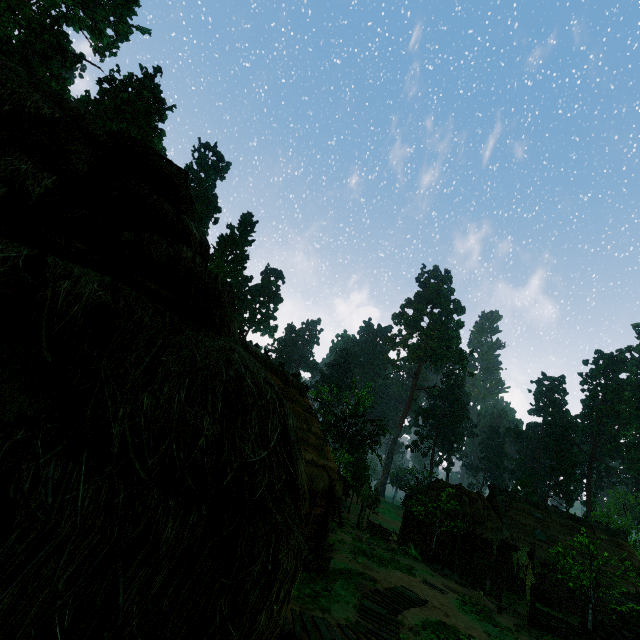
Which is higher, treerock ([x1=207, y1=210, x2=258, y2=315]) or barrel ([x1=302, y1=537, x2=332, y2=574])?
treerock ([x1=207, y1=210, x2=258, y2=315])

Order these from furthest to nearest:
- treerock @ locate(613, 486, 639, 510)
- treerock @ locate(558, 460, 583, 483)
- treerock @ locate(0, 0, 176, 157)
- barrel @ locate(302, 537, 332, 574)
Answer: treerock @ locate(558, 460, 583, 483)
treerock @ locate(613, 486, 639, 510)
treerock @ locate(0, 0, 176, 157)
barrel @ locate(302, 537, 332, 574)

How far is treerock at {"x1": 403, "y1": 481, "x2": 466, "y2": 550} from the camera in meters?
24.9

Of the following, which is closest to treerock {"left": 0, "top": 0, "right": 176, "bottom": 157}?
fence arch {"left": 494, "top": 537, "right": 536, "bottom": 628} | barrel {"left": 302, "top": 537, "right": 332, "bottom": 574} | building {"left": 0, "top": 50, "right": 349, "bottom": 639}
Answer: building {"left": 0, "top": 50, "right": 349, "bottom": 639}

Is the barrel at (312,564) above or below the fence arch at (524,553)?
below

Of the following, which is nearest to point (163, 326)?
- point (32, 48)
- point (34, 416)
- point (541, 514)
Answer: point (34, 416)

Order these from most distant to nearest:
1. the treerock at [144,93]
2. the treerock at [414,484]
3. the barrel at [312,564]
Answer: the treerock at [414,484], the treerock at [144,93], the barrel at [312,564]
